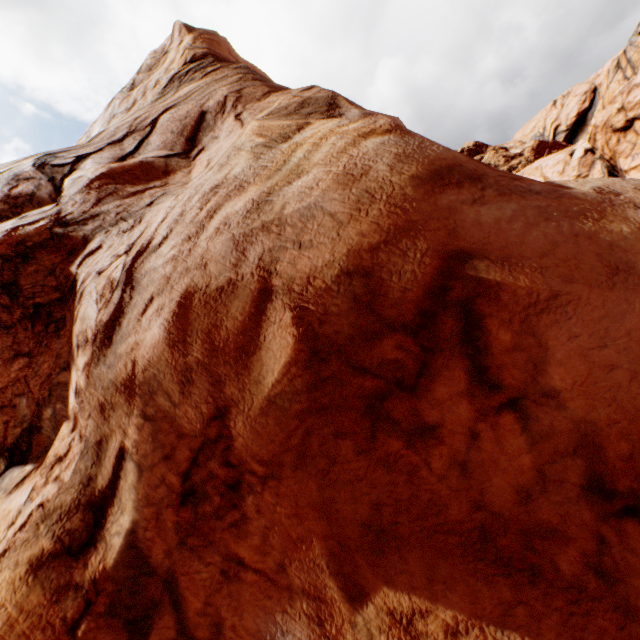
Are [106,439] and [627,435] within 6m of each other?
no
